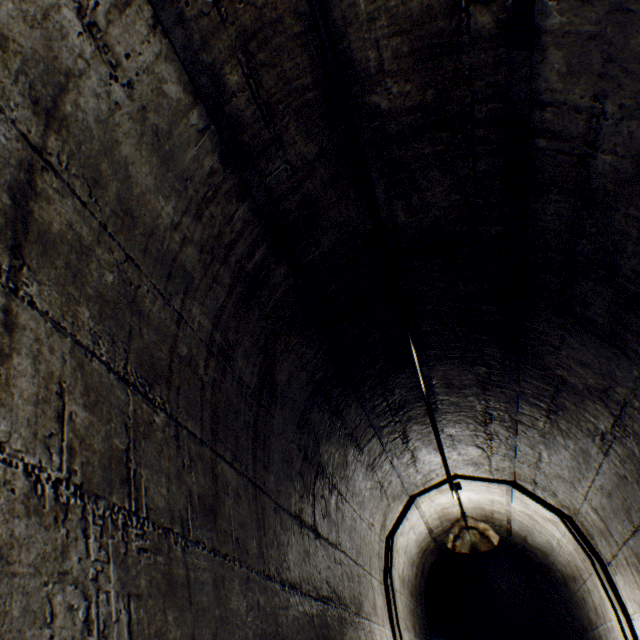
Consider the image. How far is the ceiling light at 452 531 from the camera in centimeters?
274cm

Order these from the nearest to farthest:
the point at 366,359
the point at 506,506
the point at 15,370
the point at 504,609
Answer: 1. the point at 15,370
2. the point at 366,359
3. the point at 506,506
4. the point at 504,609

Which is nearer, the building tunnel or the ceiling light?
the building tunnel

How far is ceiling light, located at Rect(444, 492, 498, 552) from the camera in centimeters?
274cm

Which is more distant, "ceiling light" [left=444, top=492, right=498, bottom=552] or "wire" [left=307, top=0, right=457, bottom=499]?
"ceiling light" [left=444, top=492, right=498, bottom=552]

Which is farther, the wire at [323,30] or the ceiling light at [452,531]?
the ceiling light at [452,531]

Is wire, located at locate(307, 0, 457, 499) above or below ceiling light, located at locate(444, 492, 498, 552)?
above
